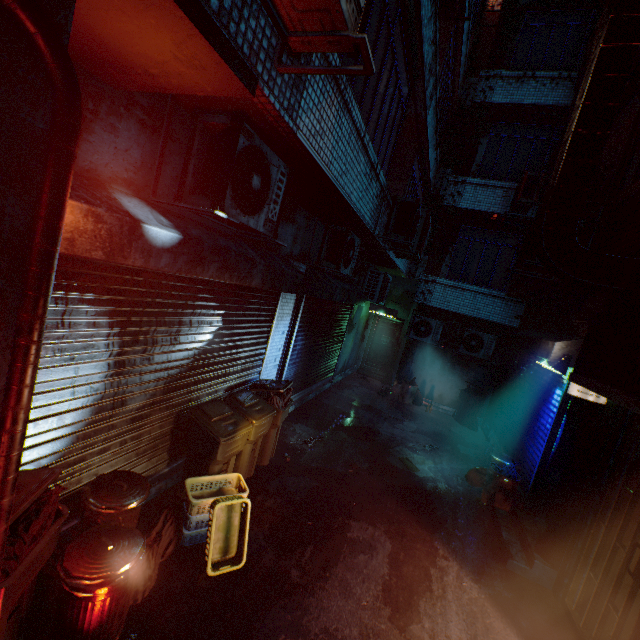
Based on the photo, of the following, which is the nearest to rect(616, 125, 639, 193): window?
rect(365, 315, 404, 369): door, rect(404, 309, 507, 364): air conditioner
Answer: rect(404, 309, 507, 364): air conditioner

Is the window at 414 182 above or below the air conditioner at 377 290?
above

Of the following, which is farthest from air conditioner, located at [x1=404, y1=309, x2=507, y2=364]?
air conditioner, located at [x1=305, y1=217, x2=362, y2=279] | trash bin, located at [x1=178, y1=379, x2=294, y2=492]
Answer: trash bin, located at [x1=178, y1=379, x2=294, y2=492]

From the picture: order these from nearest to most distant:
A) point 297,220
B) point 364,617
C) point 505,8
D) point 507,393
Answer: point 364,617 → point 297,220 → point 507,393 → point 505,8

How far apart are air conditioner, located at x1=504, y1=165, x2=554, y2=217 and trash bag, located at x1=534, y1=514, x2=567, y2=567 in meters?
6.7 m

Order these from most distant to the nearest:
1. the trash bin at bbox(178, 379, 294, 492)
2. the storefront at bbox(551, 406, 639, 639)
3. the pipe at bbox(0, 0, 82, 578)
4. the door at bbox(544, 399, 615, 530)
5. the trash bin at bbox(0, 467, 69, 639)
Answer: the door at bbox(544, 399, 615, 530) → the trash bin at bbox(178, 379, 294, 492) → the storefront at bbox(551, 406, 639, 639) → the trash bin at bbox(0, 467, 69, 639) → the pipe at bbox(0, 0, 82, 578)

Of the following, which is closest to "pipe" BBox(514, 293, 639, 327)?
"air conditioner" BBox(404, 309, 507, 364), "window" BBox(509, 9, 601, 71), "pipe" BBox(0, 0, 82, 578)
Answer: "air conditioner" BBox(404, 309, 507, 364)

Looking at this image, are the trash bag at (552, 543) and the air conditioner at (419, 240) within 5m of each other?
yes
